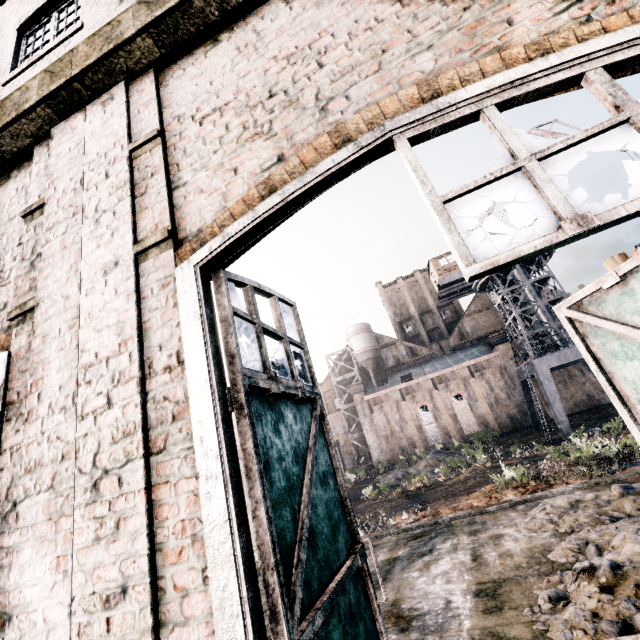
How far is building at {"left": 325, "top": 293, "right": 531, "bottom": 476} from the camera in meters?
43.6 m

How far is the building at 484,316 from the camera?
43.6m

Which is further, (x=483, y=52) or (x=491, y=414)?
(x=491, y=414)

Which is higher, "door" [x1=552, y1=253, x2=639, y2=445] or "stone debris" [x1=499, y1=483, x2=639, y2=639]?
"door" [x1=552, y1=253, x2=639, y2=445]

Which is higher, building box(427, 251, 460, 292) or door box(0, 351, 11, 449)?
building box(427, 251, 460, 292)

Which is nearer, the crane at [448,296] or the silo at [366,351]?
the crane at [448,296]

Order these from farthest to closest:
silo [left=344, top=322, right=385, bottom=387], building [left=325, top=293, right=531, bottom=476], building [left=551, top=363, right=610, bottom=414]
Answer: silo [left=344, top=322, right=385, bottom=387], building [left=325, top=293, right=531, bottom=476], building [left=551, top=363, right=610, bottom=414]

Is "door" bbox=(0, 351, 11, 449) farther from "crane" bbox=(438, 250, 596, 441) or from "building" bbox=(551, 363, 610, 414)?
"crane" bbox=(438, 250, 596, 441)
